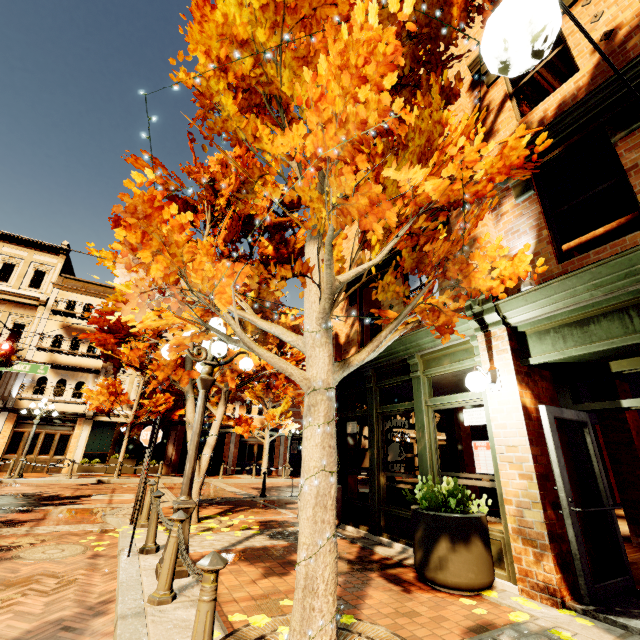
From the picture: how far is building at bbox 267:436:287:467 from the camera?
25.02m

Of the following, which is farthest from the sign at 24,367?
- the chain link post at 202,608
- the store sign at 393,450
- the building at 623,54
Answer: the chain link post at 202,608

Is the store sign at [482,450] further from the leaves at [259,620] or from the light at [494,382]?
the leaves at [259,620]

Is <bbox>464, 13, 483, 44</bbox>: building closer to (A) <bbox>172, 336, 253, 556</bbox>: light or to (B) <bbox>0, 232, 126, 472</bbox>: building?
(A) <bbox>172, 336, 253, 556</bbox>: light

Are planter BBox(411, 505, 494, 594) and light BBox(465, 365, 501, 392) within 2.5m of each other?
yes

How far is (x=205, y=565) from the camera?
2.1 meters

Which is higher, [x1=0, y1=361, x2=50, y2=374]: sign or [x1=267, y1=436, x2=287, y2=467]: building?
[x1=0, y1=361, x2=50, y2=374]: sign

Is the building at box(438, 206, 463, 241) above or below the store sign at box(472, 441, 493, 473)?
above
